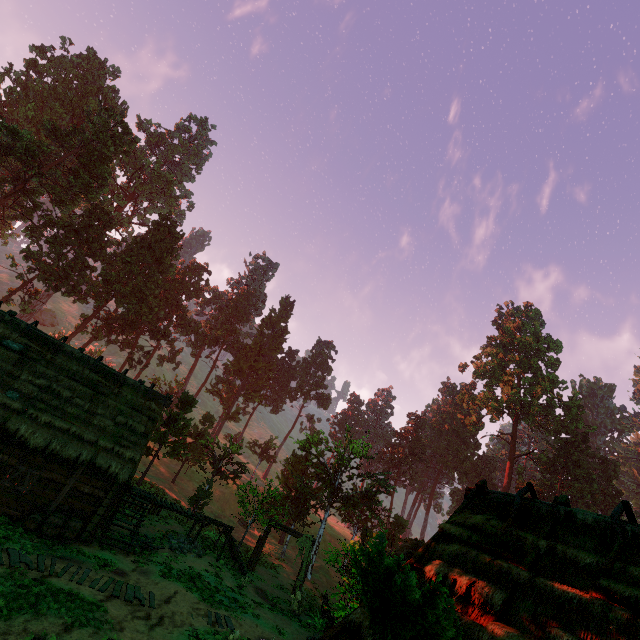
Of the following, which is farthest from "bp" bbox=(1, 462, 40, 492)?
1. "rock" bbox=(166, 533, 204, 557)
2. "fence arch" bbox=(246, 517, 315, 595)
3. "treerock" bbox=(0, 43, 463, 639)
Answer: "fence arch" bbox=(246, 517, 315, 595)

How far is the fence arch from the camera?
23.28m

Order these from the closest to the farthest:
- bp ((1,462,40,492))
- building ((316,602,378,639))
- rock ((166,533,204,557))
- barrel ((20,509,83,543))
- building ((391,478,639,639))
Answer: building ((391,478,639,639))
building ((316,602,378,639))
barrel ((20,509,83,543))
bp ((1,462,40,492))
rock ((166,533,204,557))

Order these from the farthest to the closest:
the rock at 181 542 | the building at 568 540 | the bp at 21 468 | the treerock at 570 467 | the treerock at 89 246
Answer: the treerock at 570 467 < the rock at 181 542 < the bp at 21 468 < the treerock at 89 246 < the building at 568 540

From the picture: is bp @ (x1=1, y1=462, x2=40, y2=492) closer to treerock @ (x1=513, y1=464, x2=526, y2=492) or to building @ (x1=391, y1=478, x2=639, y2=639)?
building @ (x1=391, y1=478, x2=639, y2=639)

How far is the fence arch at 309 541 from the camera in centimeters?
2328cm

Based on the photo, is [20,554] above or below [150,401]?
below
